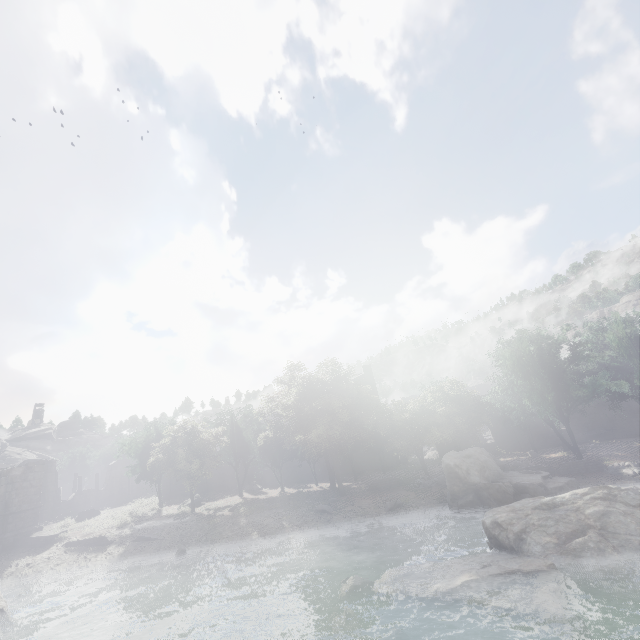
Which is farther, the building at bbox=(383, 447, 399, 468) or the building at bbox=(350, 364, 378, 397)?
Result: the building at bbox=(350, 364, 378, 397)

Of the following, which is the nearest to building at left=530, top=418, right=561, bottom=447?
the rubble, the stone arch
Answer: the stone arch

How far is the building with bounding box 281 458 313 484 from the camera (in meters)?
41.75

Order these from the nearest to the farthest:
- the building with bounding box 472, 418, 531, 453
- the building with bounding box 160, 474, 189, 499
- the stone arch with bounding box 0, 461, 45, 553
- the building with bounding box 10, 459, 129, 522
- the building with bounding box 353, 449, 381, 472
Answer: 1. the stone arch with bounding box 0, 461, 45, 553
2. the building with bounding box 10, 459, 129, 522
3. the building with bounding box 472, 418, 531, 453
4. the building with bounding box 160, 474, 189, 499
5. the building with bounding box 353, 449, 381, 472

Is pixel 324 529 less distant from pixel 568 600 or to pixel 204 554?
pixel 204 554

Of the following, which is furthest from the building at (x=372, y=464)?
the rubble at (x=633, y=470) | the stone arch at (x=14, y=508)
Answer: the rubble at (x=633, y=470)

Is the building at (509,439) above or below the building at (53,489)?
below
